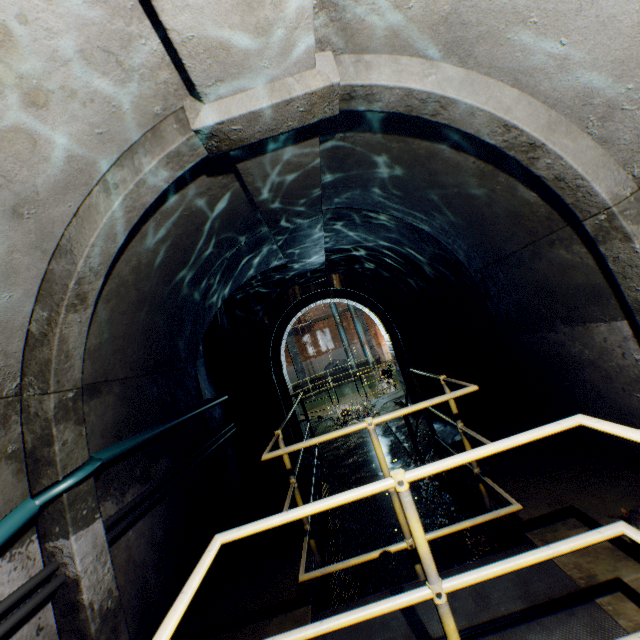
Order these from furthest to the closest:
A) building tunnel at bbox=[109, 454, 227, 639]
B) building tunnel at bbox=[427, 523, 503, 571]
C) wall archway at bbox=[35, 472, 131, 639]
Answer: building tunnel at bbox=[427, 523, 503, 571] < building tunnel at bbox=[109, 454, 227, 639] < wall archway at bbox=[35, 472, 131, 639]

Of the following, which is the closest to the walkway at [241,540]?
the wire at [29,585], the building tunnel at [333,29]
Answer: the building tunnel at [333,29]

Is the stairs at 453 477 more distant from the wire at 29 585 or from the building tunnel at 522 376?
the wire at 29 585

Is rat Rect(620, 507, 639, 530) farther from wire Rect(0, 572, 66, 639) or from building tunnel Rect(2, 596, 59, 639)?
wire Rect(0, 572, 66, 639)

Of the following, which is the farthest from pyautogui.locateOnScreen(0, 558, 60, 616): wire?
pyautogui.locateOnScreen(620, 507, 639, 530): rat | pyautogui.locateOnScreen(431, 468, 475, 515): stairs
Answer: pyautogui.locateOnScreen(431, 468, 475, 515): stairs

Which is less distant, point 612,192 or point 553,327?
point 612,192

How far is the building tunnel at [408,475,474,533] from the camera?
4.5 meters

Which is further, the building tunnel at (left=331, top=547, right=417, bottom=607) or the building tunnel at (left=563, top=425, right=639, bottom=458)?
the building tunnel at (left=331, top=547, right=417, bottom=607)
